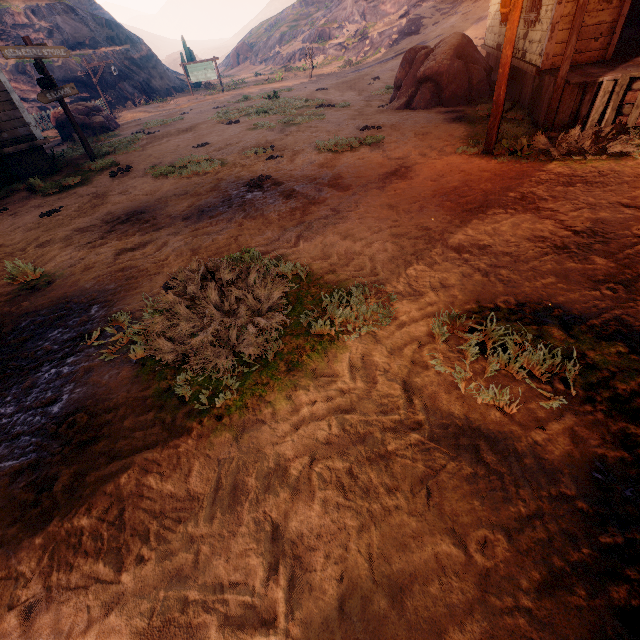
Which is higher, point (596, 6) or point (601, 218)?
point (596, 6)

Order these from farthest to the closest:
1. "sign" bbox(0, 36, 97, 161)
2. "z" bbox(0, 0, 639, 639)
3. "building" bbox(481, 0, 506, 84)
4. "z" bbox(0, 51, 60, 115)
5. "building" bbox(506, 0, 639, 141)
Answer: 1. "z" bbox(0, 51, 60, 115)
2. "building" bbox(481, 0, 506, 84)
3. "sign" bbox(0, 36, 97, 161)
4. "building" bbox(506, 0, 639, 141)
5. "z" bbox(0, 0, 639, 639)

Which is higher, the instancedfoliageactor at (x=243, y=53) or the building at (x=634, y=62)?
the instancedfoliageactor at (x=243, y=53)

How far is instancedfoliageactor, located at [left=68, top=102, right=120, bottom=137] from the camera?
15.8m

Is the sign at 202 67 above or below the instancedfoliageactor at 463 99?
above

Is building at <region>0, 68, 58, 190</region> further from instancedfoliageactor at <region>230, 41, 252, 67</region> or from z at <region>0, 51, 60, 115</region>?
instancedfoliageactor at <region>230, 41, 252, 67</region>

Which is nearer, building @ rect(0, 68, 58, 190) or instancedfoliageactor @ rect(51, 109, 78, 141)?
building @ rect(0, 68, 58, 190)

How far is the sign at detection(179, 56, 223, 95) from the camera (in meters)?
24.98
